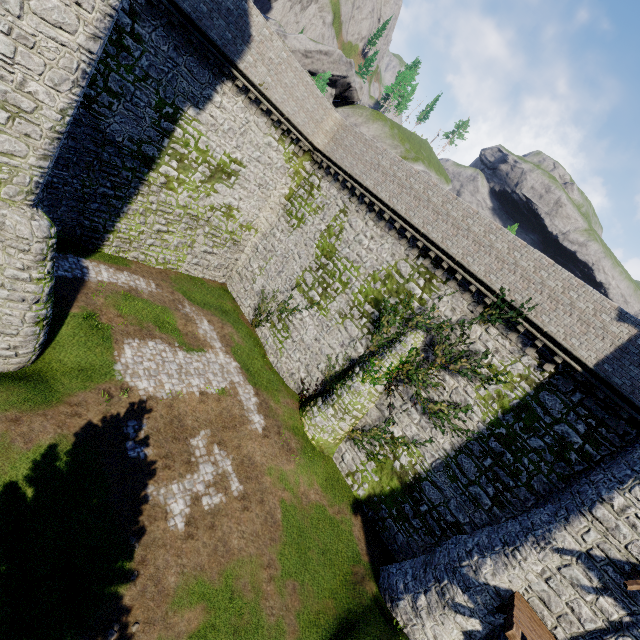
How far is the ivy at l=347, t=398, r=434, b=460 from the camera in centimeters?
1765cm

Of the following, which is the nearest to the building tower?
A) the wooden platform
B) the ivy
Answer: the ivy

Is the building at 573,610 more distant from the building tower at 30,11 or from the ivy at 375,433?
the building tower at 30,11

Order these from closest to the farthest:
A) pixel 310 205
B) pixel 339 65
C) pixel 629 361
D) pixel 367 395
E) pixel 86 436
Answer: pixel 86 436
pixel 629 361
pixel 367 395
pixel 310 205
pixel 339 65

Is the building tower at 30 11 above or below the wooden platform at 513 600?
above

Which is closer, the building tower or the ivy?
the building tower

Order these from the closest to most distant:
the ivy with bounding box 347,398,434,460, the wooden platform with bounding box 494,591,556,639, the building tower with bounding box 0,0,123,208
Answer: the building tower with bounding box 0,0,123,208 < the wooden platform with bounding box 494,591,556,639 < the ivy with bounding box 347,398,434,460

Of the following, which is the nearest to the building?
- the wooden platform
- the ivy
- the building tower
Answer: the wooden platform
